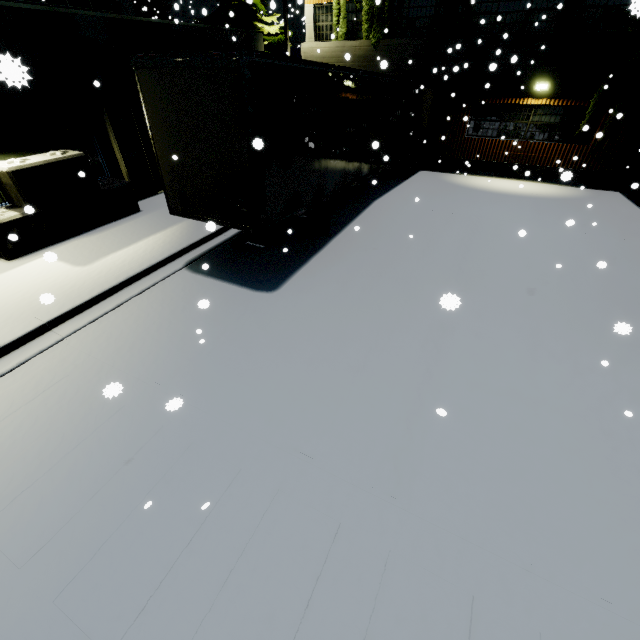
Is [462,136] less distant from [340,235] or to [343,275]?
[340,235]

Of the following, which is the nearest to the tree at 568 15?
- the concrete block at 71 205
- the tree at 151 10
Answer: the tree at 151 10

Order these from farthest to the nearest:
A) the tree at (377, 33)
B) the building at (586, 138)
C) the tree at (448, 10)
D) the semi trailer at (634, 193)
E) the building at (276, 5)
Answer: the tree at (377, 33) → the tree at (448, 10) → the building at (586, 138) → the building at (276, 5) → the semi trailer at (634, 193)

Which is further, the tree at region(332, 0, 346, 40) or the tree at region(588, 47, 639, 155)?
the tree at region(332, 0, 346, 40)

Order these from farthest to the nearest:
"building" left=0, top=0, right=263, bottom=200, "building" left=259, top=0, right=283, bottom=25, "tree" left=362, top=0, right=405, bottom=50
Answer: "tree" left=362, top=0, right=405, bottom=50
"building" left=0, top=0, right=263, bottom=200
"building" left=259, top=0, right=283, bottom=25

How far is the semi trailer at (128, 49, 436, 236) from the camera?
5.3 meters

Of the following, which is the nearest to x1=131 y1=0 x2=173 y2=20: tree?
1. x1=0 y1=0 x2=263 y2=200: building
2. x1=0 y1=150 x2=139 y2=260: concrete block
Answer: x1=0 y1=0 x2=263 y2=200: building

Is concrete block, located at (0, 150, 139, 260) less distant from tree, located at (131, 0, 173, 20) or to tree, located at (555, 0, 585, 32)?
tree, located at (131, 0, 173, 20)
